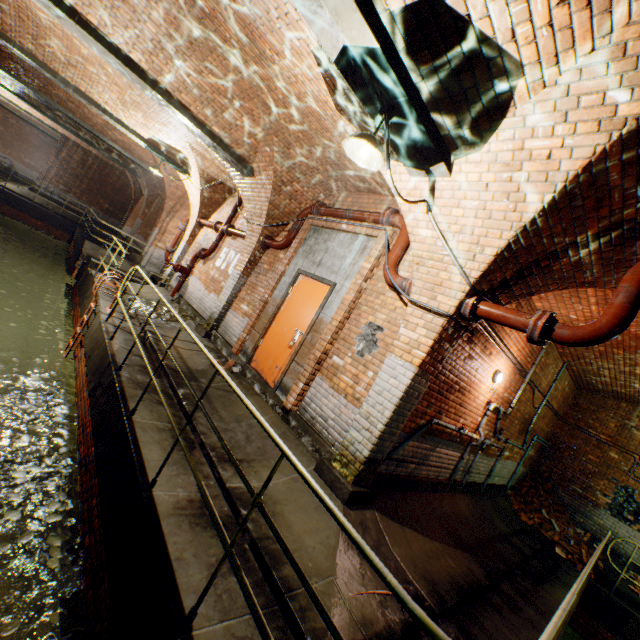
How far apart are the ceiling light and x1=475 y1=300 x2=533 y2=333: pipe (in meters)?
1.91

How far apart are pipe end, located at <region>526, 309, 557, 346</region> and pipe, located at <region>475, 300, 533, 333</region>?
0.0 meters

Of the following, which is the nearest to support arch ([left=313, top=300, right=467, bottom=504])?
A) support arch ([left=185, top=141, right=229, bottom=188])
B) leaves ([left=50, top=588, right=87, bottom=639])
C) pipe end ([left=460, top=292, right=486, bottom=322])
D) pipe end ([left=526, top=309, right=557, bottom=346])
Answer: pipe end ([left=460, top=292, right=486, bottom=322])

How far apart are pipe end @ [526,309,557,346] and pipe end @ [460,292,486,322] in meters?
0.6 m

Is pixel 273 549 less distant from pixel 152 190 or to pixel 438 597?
pixel 438 597

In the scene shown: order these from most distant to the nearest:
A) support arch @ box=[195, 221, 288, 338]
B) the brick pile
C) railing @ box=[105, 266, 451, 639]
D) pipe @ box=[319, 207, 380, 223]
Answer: the brick pile, support arch @ box=[195, 221, 288, 338], pipe @ box=[319, 207, 380, 223], railing @ box=[105, 266, 451, 639]

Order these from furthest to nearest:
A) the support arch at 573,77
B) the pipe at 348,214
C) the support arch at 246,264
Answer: the support arch at 246,264
the pipe at 348,214
the support arch at 573,77

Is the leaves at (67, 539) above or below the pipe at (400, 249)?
below
